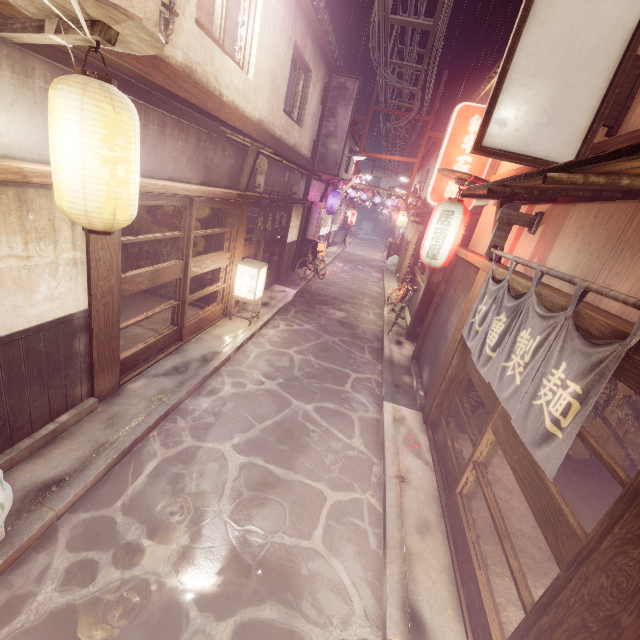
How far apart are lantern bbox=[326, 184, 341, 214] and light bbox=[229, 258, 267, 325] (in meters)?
15.15

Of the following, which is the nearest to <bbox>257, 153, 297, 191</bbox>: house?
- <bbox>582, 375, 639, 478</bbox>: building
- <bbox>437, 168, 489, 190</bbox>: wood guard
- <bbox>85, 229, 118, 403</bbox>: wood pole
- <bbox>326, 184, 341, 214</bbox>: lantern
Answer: <bbox>85, 229, 118, 403</bbox>: wood pole

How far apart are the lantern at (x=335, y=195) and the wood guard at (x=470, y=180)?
17.9 meters

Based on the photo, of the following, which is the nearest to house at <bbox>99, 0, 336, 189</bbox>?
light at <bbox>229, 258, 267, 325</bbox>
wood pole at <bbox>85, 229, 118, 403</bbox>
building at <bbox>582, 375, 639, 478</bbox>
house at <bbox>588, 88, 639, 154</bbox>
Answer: wood pole at <bbox>85, 229, 118, 403</bbox>

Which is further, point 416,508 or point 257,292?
point 257,292

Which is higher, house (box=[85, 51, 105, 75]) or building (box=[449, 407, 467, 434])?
house (box=[85, 51, 105, 75])

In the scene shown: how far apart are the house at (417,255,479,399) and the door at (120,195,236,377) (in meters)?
8.90

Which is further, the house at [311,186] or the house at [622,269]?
the house at [311,186]
